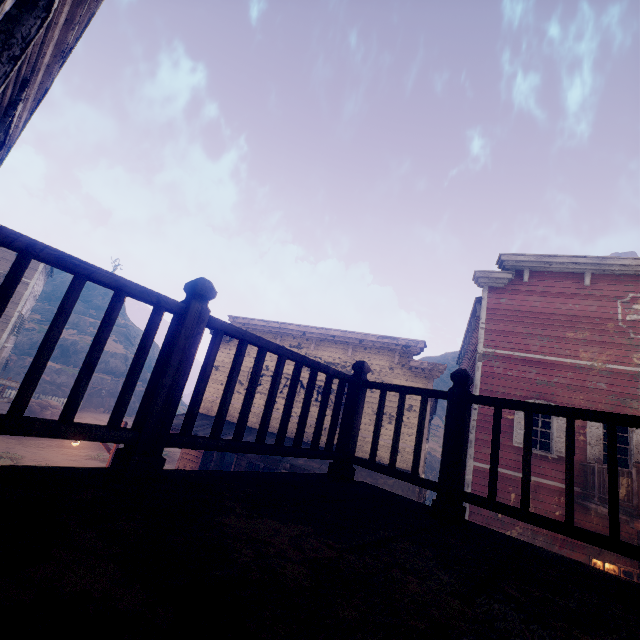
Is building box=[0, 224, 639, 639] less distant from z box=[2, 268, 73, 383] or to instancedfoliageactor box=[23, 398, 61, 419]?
z box=[2, 268, 73, 383]

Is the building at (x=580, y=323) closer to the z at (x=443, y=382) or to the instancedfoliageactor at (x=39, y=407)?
the z at (x=443, y=382)

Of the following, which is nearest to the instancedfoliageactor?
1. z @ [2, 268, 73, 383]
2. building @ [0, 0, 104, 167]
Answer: z @ [2, 268, 73, 383]

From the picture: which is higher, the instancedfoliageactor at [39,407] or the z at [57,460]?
the instancedfoliageactor at [39,407]

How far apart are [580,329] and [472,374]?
3.9 meters

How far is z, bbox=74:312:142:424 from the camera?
32.6m

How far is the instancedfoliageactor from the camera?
24.8m
